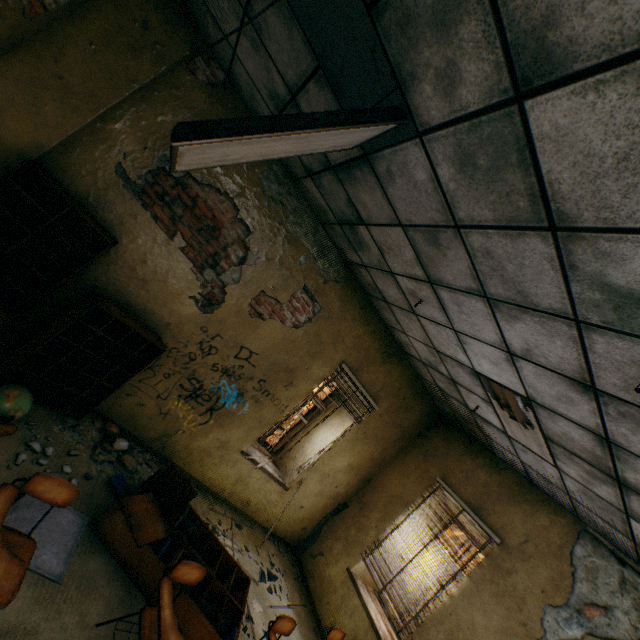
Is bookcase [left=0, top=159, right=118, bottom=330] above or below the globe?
above

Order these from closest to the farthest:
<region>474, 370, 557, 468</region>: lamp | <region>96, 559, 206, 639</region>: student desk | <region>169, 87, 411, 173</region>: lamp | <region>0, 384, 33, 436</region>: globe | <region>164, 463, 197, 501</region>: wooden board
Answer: <region>169, 87, 411, 173</region>: lamp < <region>96, 559, 206, 639</region>: student desk < <region>0, 384, 33, 436</region>: globe < <region>474, 370, 557, 468</region>: lamp < <region>164, 463, 197, 501</region>: wooden board

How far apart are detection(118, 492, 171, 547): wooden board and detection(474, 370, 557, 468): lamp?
3.8 meters

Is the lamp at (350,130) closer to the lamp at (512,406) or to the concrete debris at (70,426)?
the lamp at (512,406)

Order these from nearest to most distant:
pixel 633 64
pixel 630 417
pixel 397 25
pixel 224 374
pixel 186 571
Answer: pixel 633 64, pixel 397 25, pixel 630 417, pixel 186 571, pixel 224 374

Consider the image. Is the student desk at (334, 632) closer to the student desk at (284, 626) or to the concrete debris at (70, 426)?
the student desk at (284, 626)

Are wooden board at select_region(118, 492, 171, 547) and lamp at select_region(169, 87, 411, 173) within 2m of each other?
no

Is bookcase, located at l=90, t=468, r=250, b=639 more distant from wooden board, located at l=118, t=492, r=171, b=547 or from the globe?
the globe
